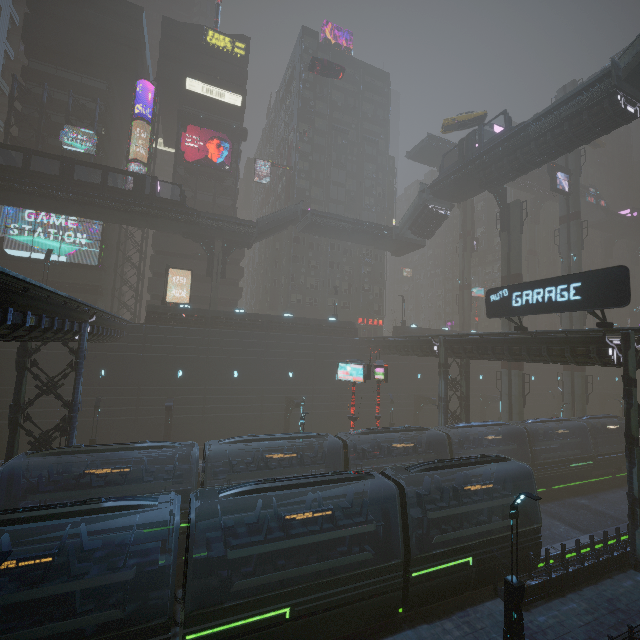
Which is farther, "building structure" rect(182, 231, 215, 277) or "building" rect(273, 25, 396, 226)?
"building" rect(273, 25, 396, 226)

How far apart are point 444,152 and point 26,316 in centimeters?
5403cm

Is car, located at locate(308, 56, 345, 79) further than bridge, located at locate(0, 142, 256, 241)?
Yes

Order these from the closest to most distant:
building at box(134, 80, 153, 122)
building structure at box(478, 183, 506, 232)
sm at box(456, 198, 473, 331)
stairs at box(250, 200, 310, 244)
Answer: building structure at box(478, 183, 506, 232), stairs at box(250, 200, 310, 244), building at box(134, 80, 153, 122), sm at box(456, 198, 473, 331)

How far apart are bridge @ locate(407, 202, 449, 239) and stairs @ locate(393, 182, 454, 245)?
0.0m

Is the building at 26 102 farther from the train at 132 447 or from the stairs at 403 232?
the stairs at 403 232

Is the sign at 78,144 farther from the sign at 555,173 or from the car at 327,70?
the sign at 555,173

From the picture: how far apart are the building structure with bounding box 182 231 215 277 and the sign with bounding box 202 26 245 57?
30.54m
